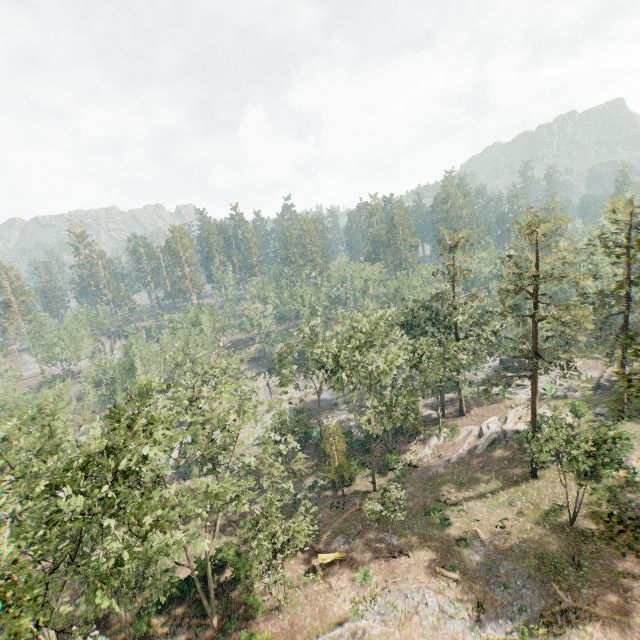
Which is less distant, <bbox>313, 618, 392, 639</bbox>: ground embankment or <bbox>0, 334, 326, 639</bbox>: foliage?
<bbox>0, 334, 326, 639</bbox>: foliage

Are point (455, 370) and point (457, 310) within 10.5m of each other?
yes

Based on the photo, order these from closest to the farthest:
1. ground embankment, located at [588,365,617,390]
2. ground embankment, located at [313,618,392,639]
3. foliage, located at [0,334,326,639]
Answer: foliage, located at [0,334,326,639] → ground embankment, located at [313,618,392,639] → ground embankment, located at [588,365,617,390]

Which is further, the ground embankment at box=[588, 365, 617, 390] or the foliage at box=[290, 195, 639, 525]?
the ground embankment at box=[588, 365, 617, 390]

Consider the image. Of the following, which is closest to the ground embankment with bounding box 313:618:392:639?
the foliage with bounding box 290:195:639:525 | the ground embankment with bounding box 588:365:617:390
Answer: the foliage with bounding box 290:195:639:525

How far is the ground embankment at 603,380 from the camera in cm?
4466

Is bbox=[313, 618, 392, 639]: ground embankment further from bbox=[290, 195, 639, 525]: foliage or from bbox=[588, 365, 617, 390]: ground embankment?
bbox=[588, 365, 617, 390]: ground embankment

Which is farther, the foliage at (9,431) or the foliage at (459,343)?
the foliage at (459,343)
